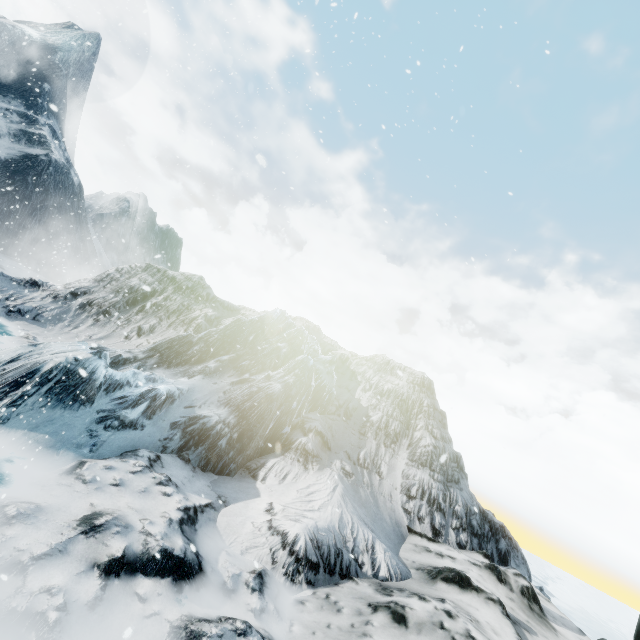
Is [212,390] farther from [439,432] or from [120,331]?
[439,432]
